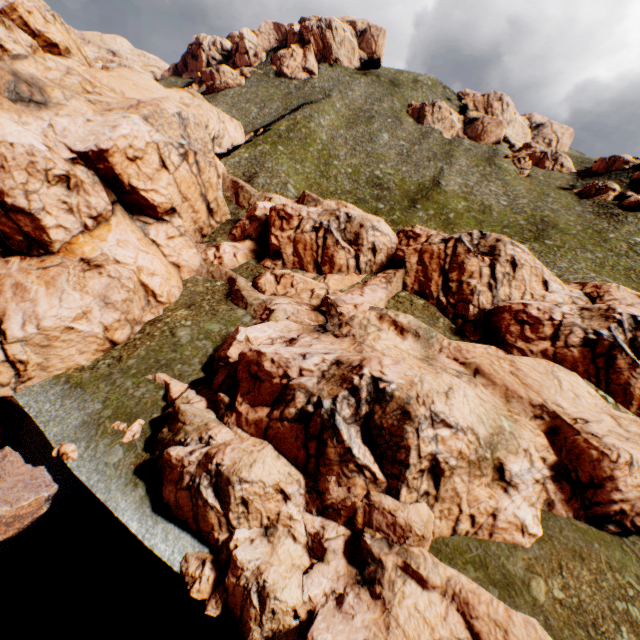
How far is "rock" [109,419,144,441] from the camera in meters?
22.4

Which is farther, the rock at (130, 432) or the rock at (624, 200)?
the rock at (624, 200)

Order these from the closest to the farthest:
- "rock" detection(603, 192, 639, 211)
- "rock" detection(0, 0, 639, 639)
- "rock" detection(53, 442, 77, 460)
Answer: "rock" detection(0, 0, 639, 639)
"rock" detection(53, 442, 77, 460)
"rock" detection(603, 192, 639, 211)

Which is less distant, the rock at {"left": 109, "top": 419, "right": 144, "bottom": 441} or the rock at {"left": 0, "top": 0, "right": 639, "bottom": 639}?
the rock at {"left": 0, "top": 0, "right": 639, "bottom": 639}

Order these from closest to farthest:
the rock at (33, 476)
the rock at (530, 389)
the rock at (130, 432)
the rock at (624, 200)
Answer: the rock at (530, 389), the rock at (33, 476), the rock at (130, 432), the rock at (624, 200)

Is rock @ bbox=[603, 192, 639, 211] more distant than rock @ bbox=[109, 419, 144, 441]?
Yes

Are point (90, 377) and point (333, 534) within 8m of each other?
no
